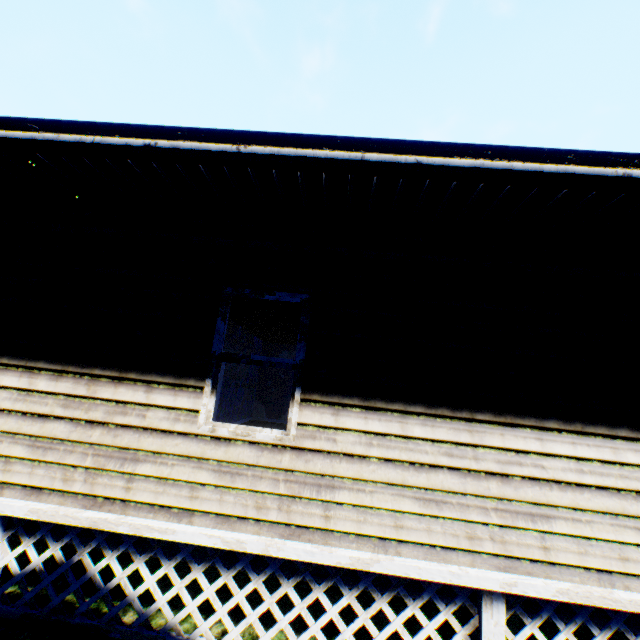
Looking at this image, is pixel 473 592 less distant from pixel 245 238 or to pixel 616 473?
pixel 616 473
